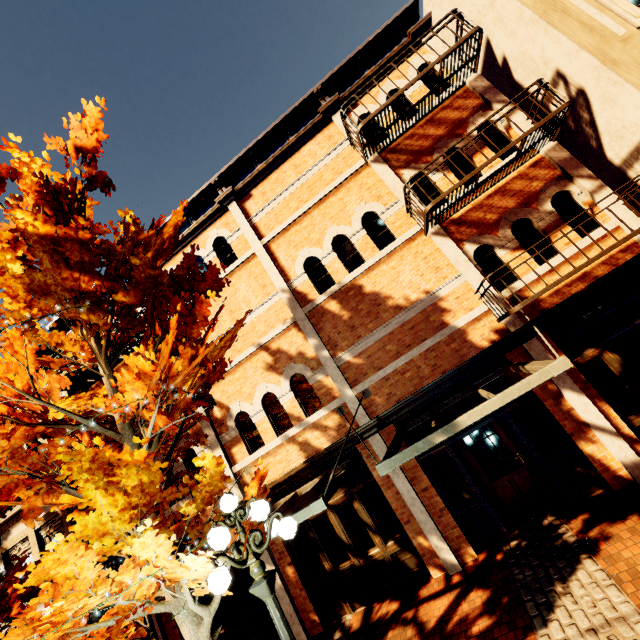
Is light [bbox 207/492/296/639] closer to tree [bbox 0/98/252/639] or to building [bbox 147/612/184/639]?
tree [bbox 0/98/252/639]

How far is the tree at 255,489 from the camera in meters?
4.6 m

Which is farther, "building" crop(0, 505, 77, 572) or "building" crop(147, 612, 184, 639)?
"building" crop(0, 505, 77, 572)

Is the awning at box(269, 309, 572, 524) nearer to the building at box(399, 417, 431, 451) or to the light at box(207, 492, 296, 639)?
the building at box(399, 417, 431, 451)

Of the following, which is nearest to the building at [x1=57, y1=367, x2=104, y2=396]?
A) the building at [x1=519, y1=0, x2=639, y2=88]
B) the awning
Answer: the awning

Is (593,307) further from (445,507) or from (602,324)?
(445,507)

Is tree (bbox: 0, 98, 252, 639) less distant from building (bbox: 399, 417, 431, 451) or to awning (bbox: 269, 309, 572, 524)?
building (bbox: 399, 417, 431, 451)

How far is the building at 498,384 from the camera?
6.96m
